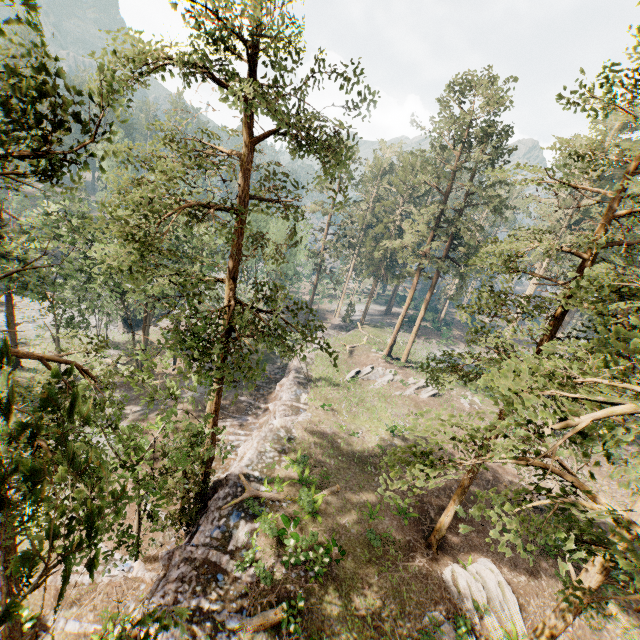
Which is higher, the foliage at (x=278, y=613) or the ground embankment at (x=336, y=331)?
the foliage at (x=278, y=613)

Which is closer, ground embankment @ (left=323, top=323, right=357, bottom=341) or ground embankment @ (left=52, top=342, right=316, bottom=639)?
ground embankment @ (left=52, top=342, right=316, bottom=639)

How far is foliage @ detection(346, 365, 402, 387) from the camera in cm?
3550

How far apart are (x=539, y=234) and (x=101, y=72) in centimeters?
1490cm

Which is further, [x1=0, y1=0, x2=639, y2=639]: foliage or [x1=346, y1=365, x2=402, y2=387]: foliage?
[x1=346, y1=365, x2=402, y2=387]: foliage

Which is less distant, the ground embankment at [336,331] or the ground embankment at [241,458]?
the ground embankment at [241,458]

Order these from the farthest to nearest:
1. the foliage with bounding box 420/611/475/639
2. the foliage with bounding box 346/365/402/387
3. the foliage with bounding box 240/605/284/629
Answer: the foliage with bounding box 346/365/402/387 < the foliage with bounding box 420/611/475/639 < the foliage with bounding box 240/605/284/629

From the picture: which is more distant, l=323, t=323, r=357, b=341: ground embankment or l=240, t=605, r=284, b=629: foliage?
l=323, t=323, r=357, b=341: ground embankment
